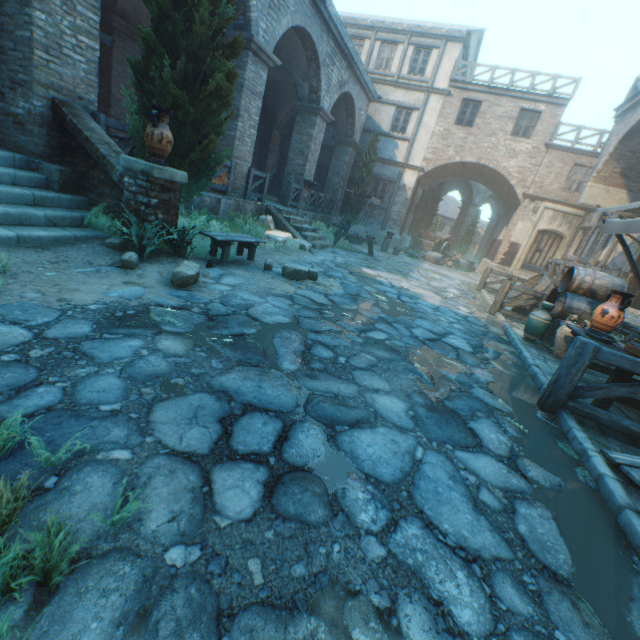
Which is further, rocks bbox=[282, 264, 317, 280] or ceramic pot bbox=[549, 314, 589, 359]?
rocks bbox=[282, 264, 317, 280]

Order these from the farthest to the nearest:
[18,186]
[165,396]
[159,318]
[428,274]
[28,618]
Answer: [428,274] → [18,186] → [159,318] → [165,396] → [28,618]

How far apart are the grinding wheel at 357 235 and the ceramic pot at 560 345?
8.30m

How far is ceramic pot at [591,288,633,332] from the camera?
5.0m

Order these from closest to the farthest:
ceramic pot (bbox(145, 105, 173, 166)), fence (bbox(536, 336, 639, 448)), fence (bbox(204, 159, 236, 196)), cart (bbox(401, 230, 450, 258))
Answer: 1. fence (bbox(536, 336, 639, 448))
2. ceramic pot (bbox(145, 105, 173, 166))
3. fence (bbox(204, 159, 236, 196))
4. cart (bbox(401, 230, 450, 258))

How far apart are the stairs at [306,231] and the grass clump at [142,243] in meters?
6.0

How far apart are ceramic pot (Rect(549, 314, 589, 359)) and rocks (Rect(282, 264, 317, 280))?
5.0 meters

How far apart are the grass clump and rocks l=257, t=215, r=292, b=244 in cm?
394
